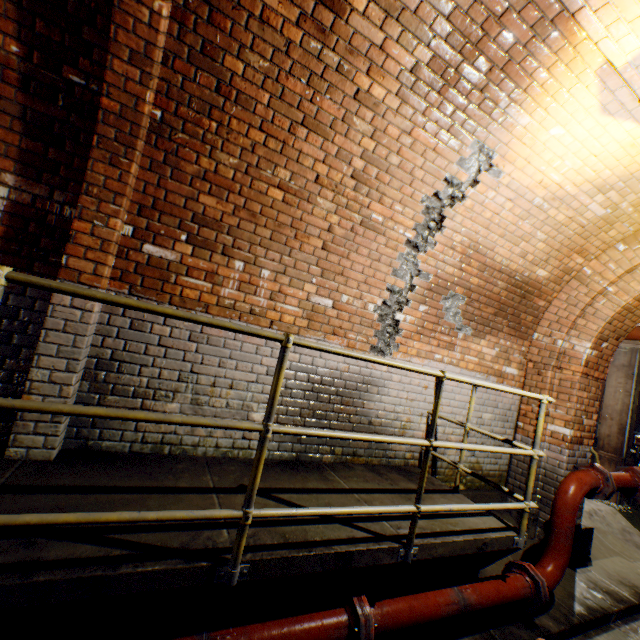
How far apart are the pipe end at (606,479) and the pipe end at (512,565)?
1.1 meters

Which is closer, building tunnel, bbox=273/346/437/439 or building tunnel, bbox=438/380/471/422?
building tunnel, bbox=273/346/437/439

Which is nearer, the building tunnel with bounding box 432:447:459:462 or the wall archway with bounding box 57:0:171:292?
the wall archway with bounding box 57:0:171:292

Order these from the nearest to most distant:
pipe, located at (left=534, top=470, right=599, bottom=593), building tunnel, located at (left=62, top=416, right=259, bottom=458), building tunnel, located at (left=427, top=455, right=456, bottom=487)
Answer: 1. building tunnel, located at (left=62, top=416, right=259, bottom=458)
2. pipe, located at (left=534, top=470, right=599, bottom=593)
3. building tunnel, located at (left=427, top=455, right=456, bottom=487)

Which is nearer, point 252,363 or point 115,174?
point 115,174

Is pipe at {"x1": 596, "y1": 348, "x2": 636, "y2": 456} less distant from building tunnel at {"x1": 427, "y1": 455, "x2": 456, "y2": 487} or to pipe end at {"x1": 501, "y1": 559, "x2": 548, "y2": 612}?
building tunnel at {"x1": 427, "y1": 455, "x2": 456, "y2": 487}

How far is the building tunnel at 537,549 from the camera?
3.58m

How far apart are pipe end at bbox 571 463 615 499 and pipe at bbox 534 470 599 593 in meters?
0.1 m
